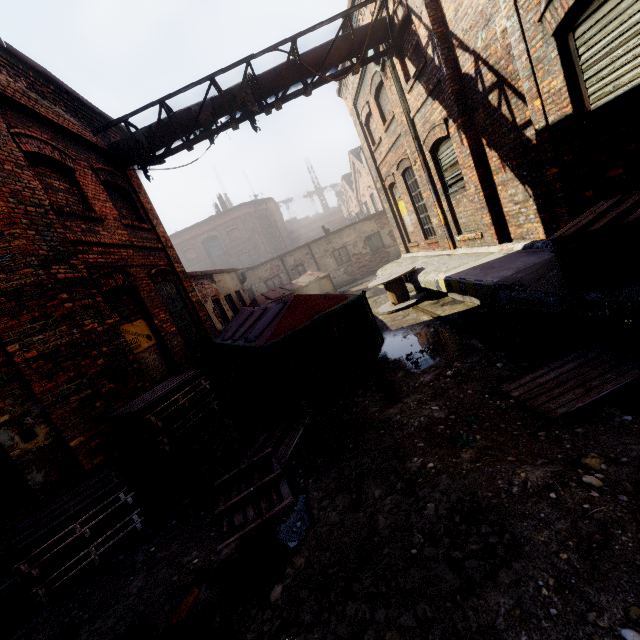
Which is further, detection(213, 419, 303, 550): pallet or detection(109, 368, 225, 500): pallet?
detection(109, 368, 225, 500): pallet

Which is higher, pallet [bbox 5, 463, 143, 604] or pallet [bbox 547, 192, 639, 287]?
pallet [bbox 547, 192, 639, 287]

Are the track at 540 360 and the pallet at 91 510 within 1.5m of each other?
no

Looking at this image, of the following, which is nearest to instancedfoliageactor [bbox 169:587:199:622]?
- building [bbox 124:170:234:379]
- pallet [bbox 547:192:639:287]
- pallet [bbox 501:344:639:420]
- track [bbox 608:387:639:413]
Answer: pallet [bbox 501:344:639:420]

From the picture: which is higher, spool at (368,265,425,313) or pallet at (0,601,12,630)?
spool at (368,265,425,313)

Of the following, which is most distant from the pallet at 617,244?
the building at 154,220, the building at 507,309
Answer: the building at 154,220

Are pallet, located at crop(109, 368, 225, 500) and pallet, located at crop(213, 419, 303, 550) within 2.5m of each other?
yes

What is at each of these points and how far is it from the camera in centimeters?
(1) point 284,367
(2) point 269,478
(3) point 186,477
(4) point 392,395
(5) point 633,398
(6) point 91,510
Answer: (1) trash container, 526cm
(2) pallet, 383cm
(3) pallet, 466cm
(4) track, 479cm
(5) track, 289cm
(6) pallet, 396cm
